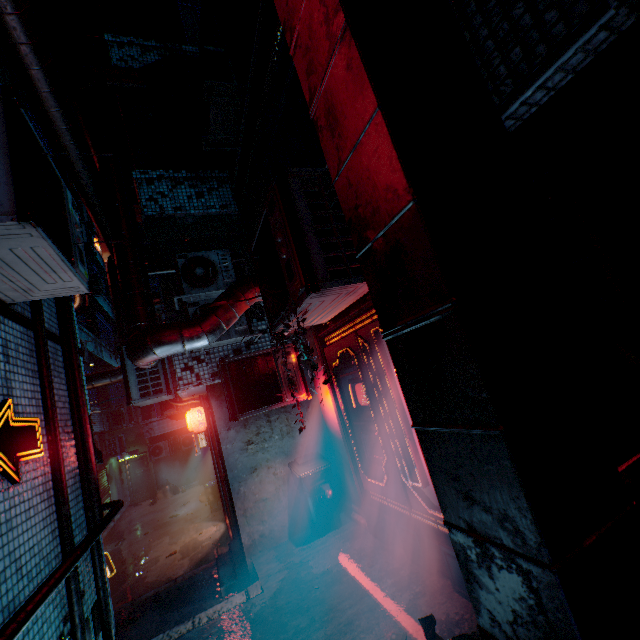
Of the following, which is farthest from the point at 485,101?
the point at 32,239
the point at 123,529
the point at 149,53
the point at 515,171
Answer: the point at 123,529

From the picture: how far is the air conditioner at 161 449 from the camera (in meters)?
15.70

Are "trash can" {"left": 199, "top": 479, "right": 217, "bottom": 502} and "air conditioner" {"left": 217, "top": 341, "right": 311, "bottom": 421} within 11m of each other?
yes

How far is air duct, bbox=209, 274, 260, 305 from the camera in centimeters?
345cm

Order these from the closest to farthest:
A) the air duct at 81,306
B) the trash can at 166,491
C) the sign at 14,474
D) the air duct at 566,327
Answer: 1. the air duct at 566,327
2. the sign at 14,474
3. the air duct at 81,306
4. the trash can at 166,491

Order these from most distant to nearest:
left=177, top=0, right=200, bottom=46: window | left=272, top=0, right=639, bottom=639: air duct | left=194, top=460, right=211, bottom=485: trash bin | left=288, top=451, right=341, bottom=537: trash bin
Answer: left=194, top=460, right=211, bottom=485: trash bin < left=177, top=0, right=200, bottom=46: window < left=288, top=451, right=341, bottom=537: trash bin < left=272, top=0, right=639, bottom=639: air duct

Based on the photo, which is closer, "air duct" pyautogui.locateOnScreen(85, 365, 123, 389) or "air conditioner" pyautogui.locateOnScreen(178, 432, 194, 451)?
"air duct" pyautogui.locateOnScreen(85, 365, 123, 389)
